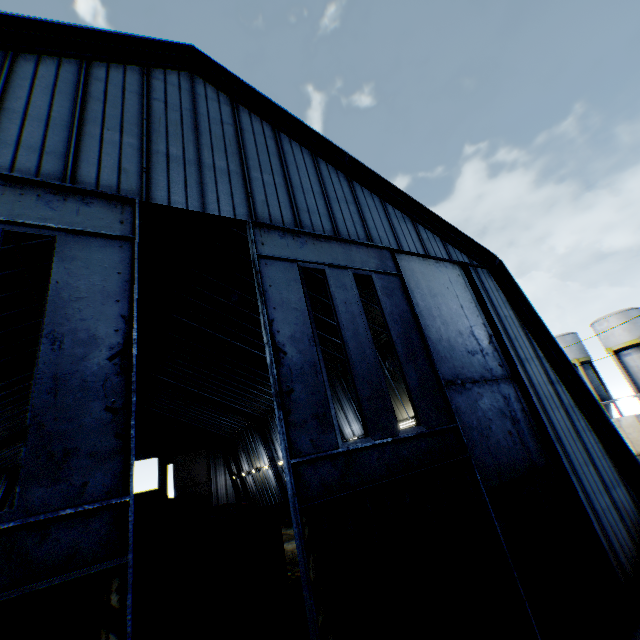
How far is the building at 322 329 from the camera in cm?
1694

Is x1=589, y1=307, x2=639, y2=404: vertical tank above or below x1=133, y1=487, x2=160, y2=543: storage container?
above

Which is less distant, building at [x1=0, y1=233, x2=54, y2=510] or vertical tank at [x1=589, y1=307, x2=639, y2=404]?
building at [x1=0, y1=233, x2=54, y2=510]

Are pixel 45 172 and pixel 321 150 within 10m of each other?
yes

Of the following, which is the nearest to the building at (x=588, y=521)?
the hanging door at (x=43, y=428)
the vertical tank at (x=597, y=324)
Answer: the hanging door at (x=43, y=428)

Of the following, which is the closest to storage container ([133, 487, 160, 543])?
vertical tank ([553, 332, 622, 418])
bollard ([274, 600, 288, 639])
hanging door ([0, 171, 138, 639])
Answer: bollard ([274, 600, 288, 639])

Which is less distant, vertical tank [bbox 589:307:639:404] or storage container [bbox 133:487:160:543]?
storage container [bbox 133:487:160:543]

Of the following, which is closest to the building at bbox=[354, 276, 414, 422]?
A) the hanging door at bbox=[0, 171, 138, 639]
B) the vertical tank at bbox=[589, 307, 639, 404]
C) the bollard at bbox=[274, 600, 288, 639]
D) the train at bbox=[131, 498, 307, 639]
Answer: the hanging door at bbox=[0, 171, 138, 639]
